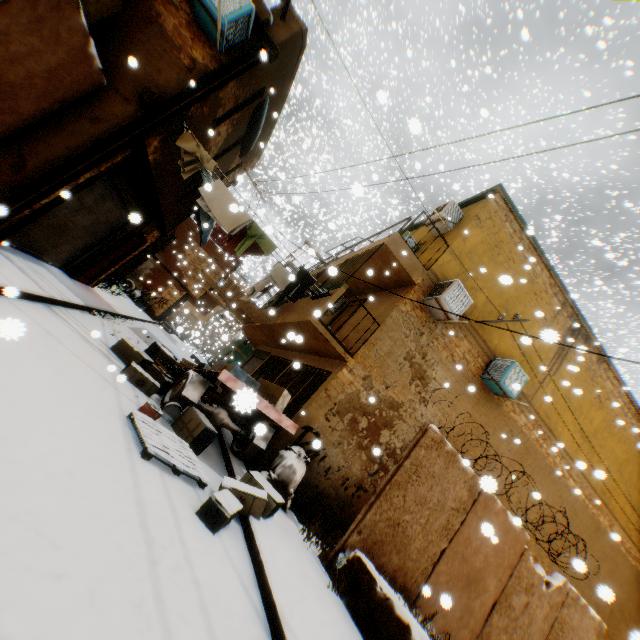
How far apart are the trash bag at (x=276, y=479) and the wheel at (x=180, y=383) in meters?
2.0 m

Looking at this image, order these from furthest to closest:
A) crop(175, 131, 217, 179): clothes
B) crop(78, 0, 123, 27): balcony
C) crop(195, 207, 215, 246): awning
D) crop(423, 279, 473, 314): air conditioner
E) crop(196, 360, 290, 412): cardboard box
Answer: crop(195, 207, 215, 246): awning < crop(423, 279, 473, 314): air conditioner < crop(175, 131, 217, 179): clothes < crop(196, 360, 290, 412): cardboard box < crop(78, 0, 123, 27): balcony

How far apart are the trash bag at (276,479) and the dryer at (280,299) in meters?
4.2 m

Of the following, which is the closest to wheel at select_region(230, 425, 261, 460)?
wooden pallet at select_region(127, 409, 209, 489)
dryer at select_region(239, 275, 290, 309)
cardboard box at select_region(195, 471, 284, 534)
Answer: cardboard box at select_region(195, 471, 284, 534)

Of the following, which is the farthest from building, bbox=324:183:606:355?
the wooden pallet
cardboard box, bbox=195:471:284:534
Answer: the wooden pallet

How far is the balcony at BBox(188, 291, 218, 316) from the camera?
24.6 meters

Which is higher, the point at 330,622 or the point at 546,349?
the point at 546,349

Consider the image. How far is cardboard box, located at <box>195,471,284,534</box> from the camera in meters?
3.8 m
